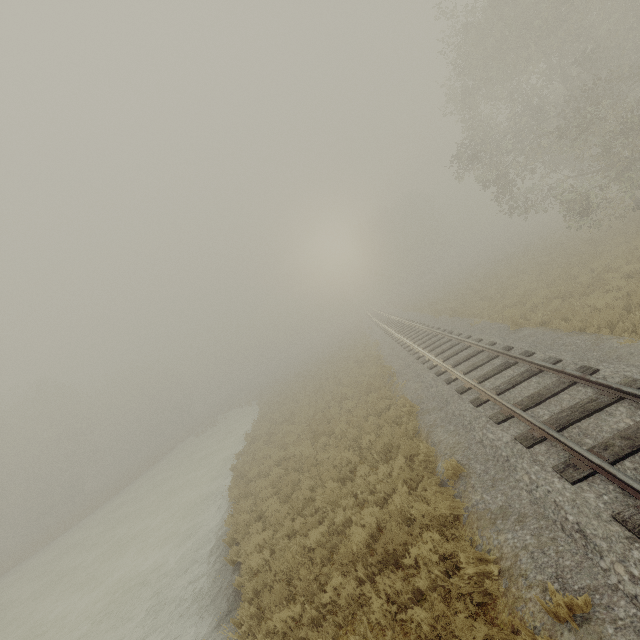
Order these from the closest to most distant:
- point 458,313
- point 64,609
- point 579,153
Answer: point 64,609 < point 579,153 < point 458,313
